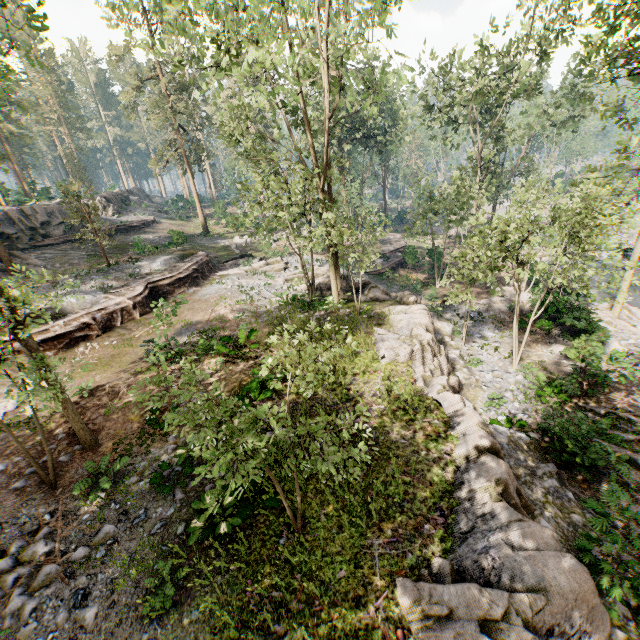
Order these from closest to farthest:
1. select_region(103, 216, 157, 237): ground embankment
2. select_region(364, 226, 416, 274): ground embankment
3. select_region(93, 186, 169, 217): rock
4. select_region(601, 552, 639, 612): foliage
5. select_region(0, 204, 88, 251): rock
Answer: select_region(601, 552, 639, 612): foliage
select_region(0, 204, 88, 251): rock
select_region(364, 226, 416, 274): ground embankment
select_region(103, 216, 157, 237): ground embankment
select_region(93, 186, 169, 217): rock

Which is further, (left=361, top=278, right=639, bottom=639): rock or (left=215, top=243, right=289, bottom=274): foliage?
(left=215, top=243, right=289, bottom=274): foliage

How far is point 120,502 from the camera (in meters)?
8.88

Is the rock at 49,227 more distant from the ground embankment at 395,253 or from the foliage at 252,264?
the ground embankment at 395,253

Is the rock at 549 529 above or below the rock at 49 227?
below

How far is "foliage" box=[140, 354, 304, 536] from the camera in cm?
390

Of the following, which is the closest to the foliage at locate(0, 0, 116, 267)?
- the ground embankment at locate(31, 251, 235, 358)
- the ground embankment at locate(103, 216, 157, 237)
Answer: the ground embankment at locate(31, 251, 235, 358)

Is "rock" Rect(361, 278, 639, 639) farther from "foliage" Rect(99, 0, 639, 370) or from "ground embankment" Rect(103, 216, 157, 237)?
"ground embankment" Rect(103, 216, 157, 237)
